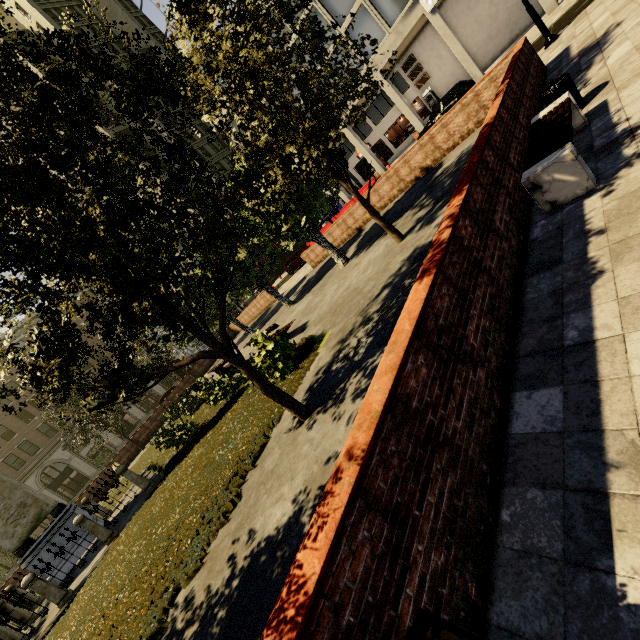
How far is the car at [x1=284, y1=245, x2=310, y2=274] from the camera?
29.8m

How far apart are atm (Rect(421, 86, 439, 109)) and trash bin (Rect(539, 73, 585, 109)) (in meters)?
26.67

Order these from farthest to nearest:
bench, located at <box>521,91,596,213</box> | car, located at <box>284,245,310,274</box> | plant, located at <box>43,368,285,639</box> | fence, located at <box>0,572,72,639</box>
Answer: car, located at <box>284,245,310,274</box>
fence, located at <box>0,572,72,639</box>
plant, located at <box>43,368,285,639</box>
bench, located at <box>521,91,596,213</box>

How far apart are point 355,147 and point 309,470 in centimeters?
3723cm

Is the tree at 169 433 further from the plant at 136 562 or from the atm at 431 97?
the atm at 431 97

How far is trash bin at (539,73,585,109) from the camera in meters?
5.8

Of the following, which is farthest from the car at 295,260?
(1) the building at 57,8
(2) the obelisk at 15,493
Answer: (2) the obelisk at 15,493

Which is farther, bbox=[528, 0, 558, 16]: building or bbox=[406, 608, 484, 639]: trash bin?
bbox=[528, 0, 558, 16]: building
